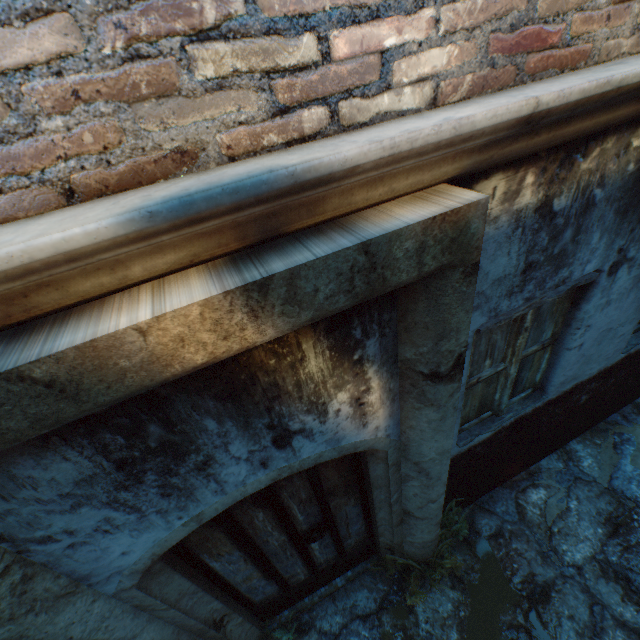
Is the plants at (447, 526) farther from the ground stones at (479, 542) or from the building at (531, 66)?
the building at (531, 66)

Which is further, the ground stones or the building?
the ground stones

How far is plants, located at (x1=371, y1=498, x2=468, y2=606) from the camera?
3.0m

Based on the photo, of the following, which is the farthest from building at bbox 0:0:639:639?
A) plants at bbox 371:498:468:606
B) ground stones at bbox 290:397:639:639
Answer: plants at bbox 371:498:468:606

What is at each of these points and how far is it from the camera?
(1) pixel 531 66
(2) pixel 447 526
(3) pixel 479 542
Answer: (1) building, 1.2 meters
(2) plants, 3.4 meters
(3) ground stones, 3.4 meters

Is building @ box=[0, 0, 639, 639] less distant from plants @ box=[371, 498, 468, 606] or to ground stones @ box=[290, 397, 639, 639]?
ground stones @ box=[290, 397, 639, 639]

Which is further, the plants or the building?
the plants

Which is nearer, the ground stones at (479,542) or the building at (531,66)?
the building at (531,66)
